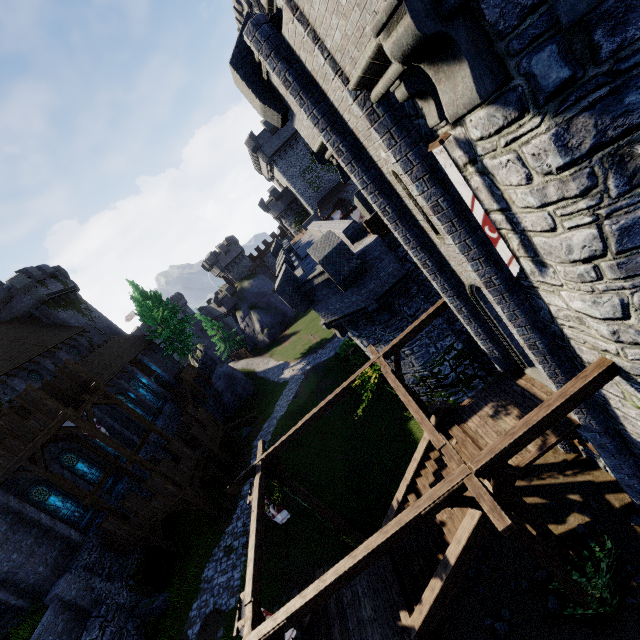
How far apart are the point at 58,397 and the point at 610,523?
27.1 meters

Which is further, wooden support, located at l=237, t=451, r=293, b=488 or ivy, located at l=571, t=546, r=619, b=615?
wooden support, located at l=237, t=451, r=293, b=488

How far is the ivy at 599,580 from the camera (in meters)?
7.60

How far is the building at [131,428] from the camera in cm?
2684

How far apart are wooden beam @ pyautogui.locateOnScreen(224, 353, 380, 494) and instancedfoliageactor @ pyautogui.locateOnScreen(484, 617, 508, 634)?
8.02m

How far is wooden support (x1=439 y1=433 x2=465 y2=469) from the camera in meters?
6.6 m

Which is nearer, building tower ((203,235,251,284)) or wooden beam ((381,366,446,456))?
wooden beam ((381,366,446,456))

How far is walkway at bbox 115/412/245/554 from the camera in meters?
19.6 m
